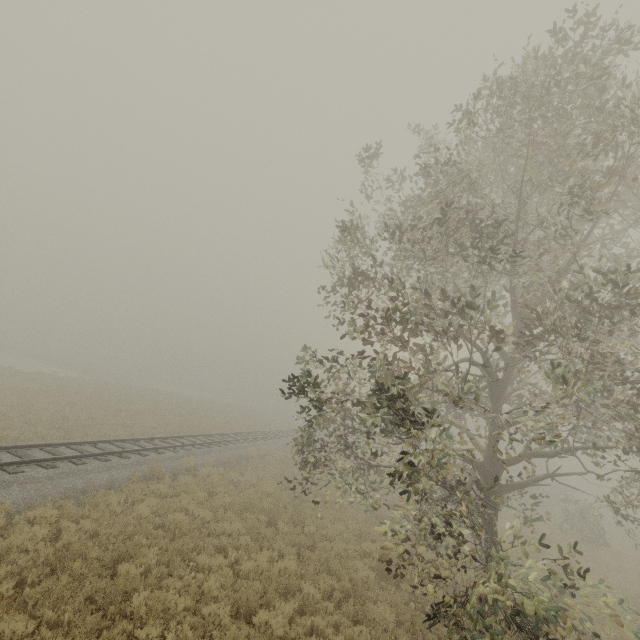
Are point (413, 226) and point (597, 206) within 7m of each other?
yes
